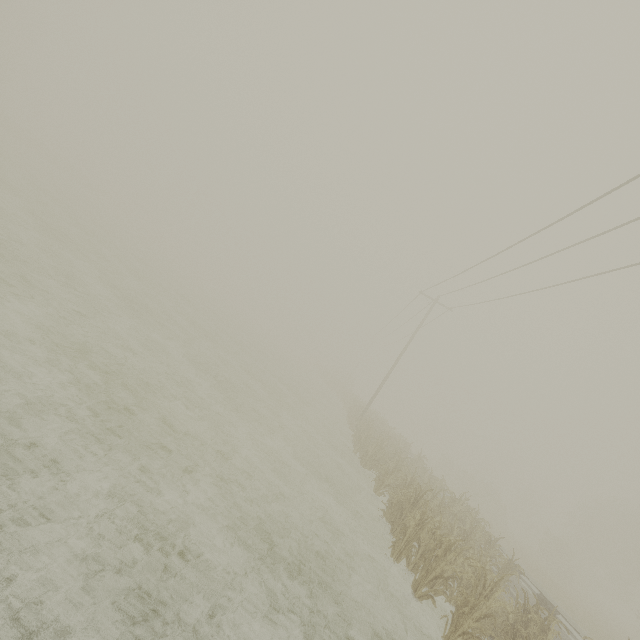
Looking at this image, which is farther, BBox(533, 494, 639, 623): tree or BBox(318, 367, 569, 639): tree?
BBox(533, 494, 639, 623): tree

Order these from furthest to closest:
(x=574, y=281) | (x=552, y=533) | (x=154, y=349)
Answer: (x=552, y=533), (x=574, y=281), (x=154, y=349)

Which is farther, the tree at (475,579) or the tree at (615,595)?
the tree at (615,595)
